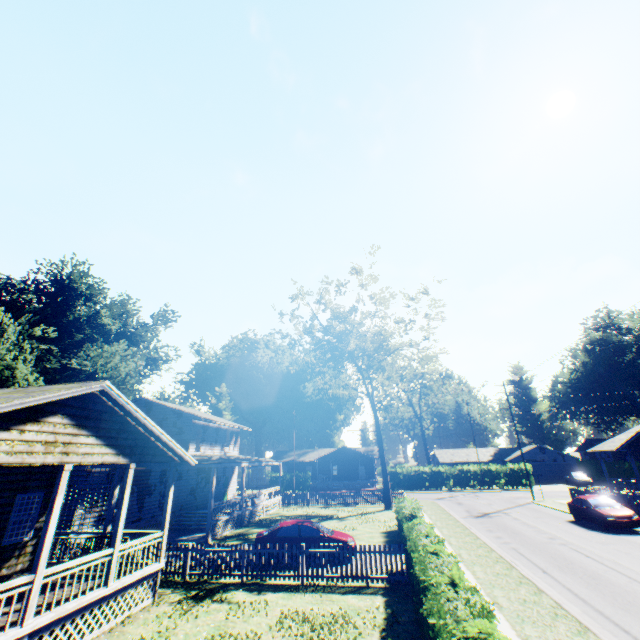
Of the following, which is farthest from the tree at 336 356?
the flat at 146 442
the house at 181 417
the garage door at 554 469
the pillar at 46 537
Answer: the garage door at 554 469

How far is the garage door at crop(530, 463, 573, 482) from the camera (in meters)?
52.28

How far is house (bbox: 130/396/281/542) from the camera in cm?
2210

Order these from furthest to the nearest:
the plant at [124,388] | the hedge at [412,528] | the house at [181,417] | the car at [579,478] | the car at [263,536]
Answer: the car at [579,478] → the plant at [124,388] → the house at [181,417] → the car at [263,536] → the hedge at [412,528]

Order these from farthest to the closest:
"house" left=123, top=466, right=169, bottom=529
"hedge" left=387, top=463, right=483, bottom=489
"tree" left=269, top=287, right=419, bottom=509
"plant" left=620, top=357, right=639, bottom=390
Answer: "plant" left=620, top=357, right=639, bottom=390 < "hedge" left=387, top=463, right=483, bottom=489 < "tree" left=269, top=287, right=419, bottom=509 < "house" left=123, top=466, right=169, bottom=529

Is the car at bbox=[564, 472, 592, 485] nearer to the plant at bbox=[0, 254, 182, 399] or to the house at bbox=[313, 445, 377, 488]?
the house at bbox=[313, 445, 377, 488]

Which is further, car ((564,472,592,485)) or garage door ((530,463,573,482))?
garage door ((530,463,573,482))

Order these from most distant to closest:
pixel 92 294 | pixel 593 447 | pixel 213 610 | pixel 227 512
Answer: pixel 92 294, pixel 593 447, pixel 227 512, pixel 213 610
